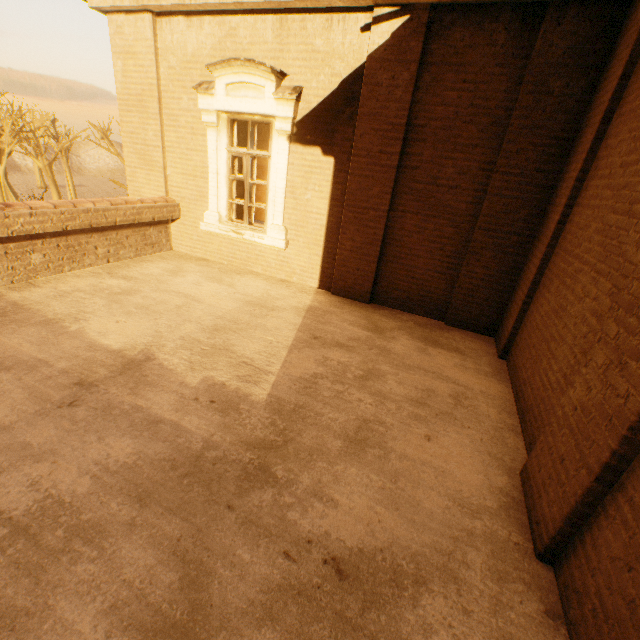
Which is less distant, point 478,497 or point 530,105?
point 478,497
